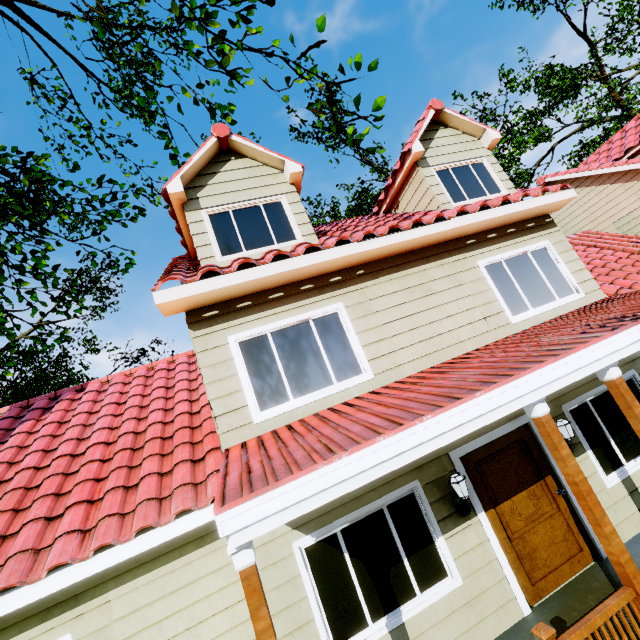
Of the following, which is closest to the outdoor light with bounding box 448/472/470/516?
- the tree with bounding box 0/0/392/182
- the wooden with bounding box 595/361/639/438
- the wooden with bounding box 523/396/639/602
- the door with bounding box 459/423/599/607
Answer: the door with bounding box 459/423/599/607

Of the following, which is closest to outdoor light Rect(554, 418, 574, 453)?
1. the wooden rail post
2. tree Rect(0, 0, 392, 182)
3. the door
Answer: the door

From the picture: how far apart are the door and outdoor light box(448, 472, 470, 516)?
0.3m

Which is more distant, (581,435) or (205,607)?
(581,435)

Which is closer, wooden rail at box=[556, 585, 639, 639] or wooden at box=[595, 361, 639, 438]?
wooden rail at box=[556, 585, 639, 639]

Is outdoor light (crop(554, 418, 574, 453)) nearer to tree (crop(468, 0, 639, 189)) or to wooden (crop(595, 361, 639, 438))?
wooden (crop(595, 361, 639, 438))

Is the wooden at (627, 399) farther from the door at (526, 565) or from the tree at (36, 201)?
the tree at (36, 201)

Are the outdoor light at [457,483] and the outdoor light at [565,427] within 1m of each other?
no
